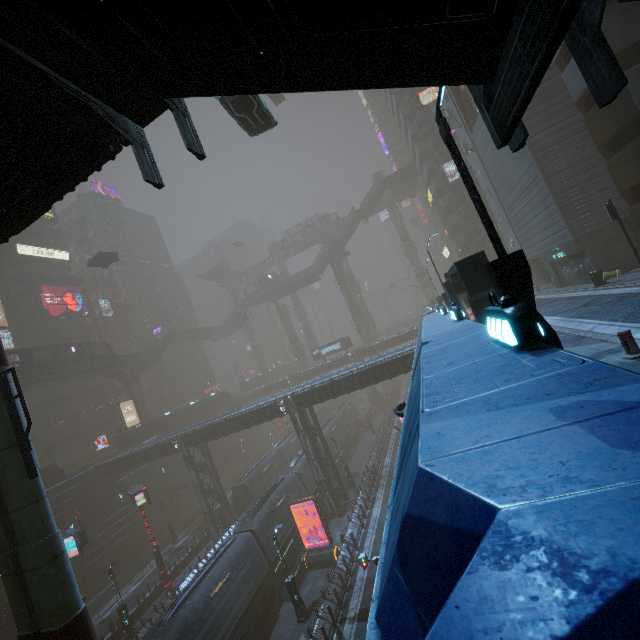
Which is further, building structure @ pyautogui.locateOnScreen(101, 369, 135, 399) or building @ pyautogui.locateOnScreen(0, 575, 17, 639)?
building structure @ pyautogui.locateOnScreen(101, 369, 135, 399)

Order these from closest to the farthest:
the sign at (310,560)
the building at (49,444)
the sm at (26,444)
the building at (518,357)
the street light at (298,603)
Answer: the building at (518,357)
the sm at (26,444)
the street light at (298,603)
the sign at (310,560)
the building at (49,444)

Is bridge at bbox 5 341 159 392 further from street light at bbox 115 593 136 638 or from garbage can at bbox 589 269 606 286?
garbage can at bbox 589 269 606 286

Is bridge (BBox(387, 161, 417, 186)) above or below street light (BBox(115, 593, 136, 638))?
above

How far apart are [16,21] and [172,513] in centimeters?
5218cm

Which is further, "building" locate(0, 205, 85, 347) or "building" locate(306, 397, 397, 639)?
"building" locate(0, 205, 85, 347)

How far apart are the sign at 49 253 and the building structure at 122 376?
22.72m

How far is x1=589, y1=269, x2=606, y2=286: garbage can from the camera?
17.7m
